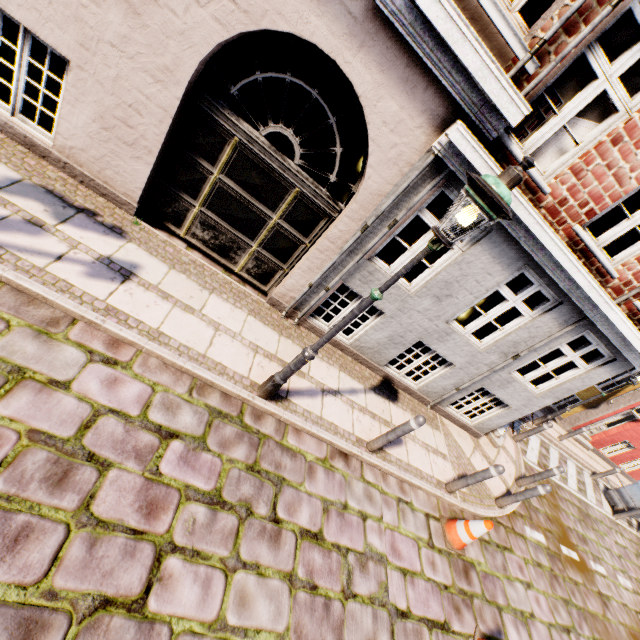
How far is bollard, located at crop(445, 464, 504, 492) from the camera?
5.38m

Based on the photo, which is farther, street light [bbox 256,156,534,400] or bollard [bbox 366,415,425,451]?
bollard [bbox 366,415,425,451]

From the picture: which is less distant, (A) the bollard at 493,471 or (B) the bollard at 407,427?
(B) the bollard at 407,427

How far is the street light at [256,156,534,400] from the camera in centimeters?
249cm

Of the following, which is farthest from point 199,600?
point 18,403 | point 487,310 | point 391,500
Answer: point 487,310

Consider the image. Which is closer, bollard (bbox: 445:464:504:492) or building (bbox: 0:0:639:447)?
building (bbox: 0:0:639:447)

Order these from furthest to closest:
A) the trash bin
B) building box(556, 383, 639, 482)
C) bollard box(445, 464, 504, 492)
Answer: building box(556, 383, 639, 482) → the trash bin → bollard box(445, 464, 504, 492)

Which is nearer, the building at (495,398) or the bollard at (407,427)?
Answer: the building at (495,398)
